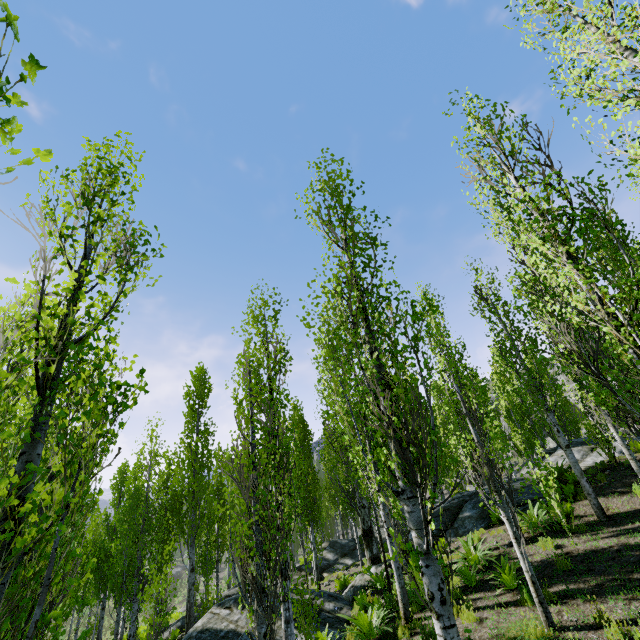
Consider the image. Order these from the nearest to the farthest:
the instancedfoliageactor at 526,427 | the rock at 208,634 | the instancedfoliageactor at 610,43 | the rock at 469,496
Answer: the instancedfoliageactor at 526,427 → the instancedfoliageactor at 610,43 → the rock at 208,634 → the rock at 469,496

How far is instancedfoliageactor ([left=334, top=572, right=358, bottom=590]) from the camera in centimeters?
1536cm

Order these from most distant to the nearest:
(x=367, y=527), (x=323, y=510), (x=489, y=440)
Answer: (x=323, y=510) < (x=489, y=440) < (x=367, y=527)

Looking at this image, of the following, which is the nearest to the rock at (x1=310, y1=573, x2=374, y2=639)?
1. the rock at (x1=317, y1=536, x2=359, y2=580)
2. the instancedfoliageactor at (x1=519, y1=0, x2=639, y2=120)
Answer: the instancedfoliageactor at (x1=519, y1=0, x2=639, y2=120)

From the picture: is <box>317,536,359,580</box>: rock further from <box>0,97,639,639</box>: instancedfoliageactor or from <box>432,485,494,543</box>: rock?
<box>432,485,494,543</box>: rock

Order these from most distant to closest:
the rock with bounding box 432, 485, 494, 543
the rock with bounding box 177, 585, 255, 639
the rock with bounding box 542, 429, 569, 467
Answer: the rock with bounding box 542, 429, 569, 467
the rock with bounding box 432, 485, 494, 543
the rock with bounding box 177, 585, 255, 639

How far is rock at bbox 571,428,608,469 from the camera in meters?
14.0

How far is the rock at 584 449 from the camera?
14.0 meters
